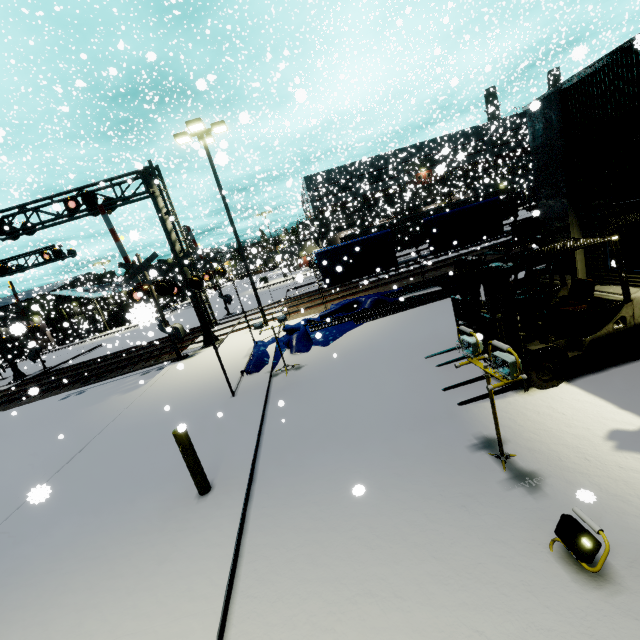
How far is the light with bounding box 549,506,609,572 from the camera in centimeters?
267cm

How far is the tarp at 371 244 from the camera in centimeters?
1595cm

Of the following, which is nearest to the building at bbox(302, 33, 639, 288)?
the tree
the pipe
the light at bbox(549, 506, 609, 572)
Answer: the tree

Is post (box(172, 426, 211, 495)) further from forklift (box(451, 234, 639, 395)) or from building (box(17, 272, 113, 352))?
building (box(17, 272, 113, 352))

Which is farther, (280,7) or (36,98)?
(280,7)

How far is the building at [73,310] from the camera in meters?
41.4

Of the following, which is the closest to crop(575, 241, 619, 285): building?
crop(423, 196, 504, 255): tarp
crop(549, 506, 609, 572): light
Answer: crop(423, 196, 504, 255): tarp

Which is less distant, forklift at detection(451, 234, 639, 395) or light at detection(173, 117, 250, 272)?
forklift at detection(451, 234, 639, 395)
